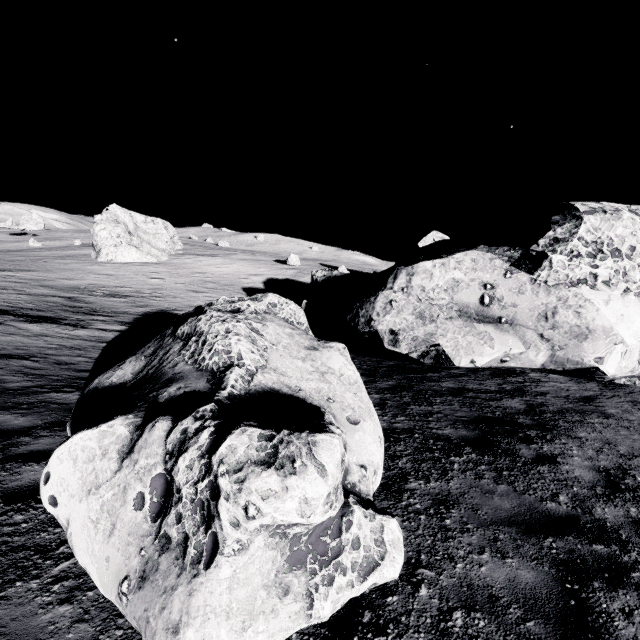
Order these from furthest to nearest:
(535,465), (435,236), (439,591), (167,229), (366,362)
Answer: (167,229) → (435,236) → (366,362) → (535,465) → (439,591)

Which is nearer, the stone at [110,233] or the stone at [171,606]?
the stone at [171,606]

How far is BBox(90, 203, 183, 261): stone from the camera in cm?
4084

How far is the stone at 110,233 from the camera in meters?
40.8

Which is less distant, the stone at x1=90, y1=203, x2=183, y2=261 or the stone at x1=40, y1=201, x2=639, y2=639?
the stone at x1=40, y1=201, x2=639, y2=639
